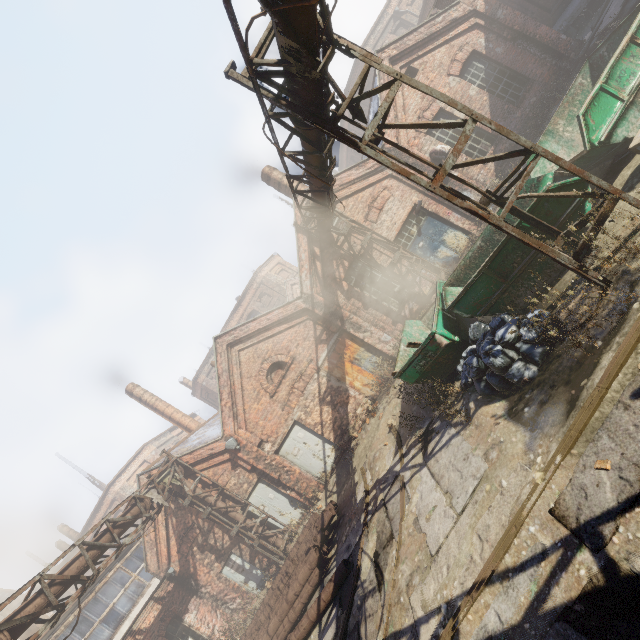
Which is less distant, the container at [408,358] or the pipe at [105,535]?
the container at [408,358]

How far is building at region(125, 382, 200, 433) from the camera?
20.8m

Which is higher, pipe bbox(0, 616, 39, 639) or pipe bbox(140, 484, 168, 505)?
pipe bbox(140, 484, 168, 505)

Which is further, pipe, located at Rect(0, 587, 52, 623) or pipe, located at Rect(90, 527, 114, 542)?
pipe, located at Rect(90, 527, 114, 542)

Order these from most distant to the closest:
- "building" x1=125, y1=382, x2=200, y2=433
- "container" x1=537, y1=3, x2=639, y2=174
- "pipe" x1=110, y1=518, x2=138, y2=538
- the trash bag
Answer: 1. "building" x1=125, y1=382, x2=200, y2=433
2. "pipe" x1=110, y1=518, x2=138, y2=538
3. "container" x1=537, y1=3, x2=639, y2=174
4. the trash bag

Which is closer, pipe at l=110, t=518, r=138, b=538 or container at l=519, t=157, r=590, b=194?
container at l=519, t=157, r=590, b=194

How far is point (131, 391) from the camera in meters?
21.0 m
